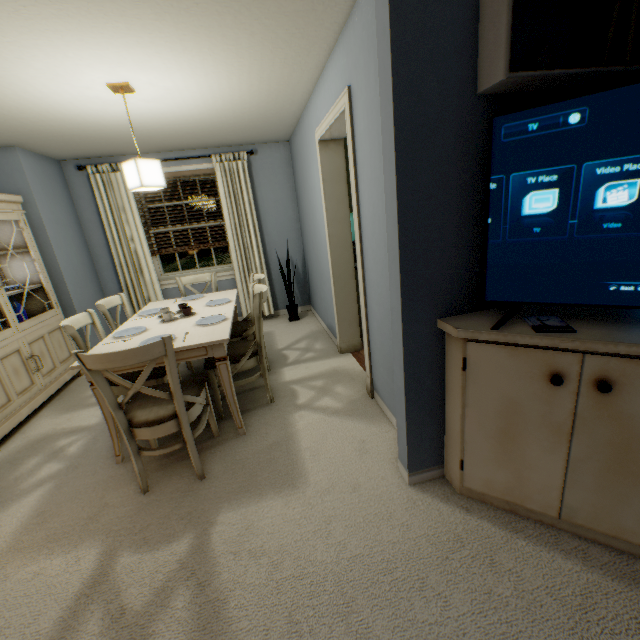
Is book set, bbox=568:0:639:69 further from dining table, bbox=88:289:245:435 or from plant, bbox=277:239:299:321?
plant, bbox=277:239:299:321

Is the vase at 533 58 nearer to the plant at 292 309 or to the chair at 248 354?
the chair at 248 354

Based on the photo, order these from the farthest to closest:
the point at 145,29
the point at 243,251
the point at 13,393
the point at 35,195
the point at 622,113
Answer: the point at 243,251 < the point at 35,195 < the point at 13,393 < the point at 145,29 < the point at 622,113

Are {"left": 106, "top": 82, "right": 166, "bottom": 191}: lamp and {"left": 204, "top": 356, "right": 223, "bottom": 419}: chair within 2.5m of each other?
yes

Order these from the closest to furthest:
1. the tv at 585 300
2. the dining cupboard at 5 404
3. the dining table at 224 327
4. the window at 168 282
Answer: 1. the tv at 585 300
2. the dining table at 224 327
3. the dining cupboard at 5 404
4. the window at 168 282

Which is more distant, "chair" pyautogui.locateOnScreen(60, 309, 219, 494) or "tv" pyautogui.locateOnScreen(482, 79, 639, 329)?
"chair" pyautogui.locateOnScreen(60, 309, 219, 494)

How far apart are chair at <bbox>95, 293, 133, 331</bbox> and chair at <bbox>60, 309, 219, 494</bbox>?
0.8 meters

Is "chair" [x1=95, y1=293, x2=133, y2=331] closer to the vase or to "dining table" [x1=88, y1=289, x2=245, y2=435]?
"dining table" [x1=88, y1=289, x2=245, y2=435]
